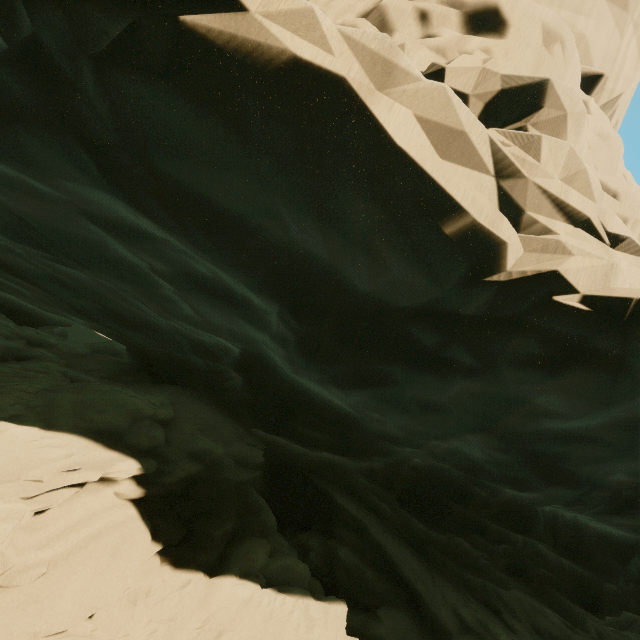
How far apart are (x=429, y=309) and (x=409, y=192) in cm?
193
